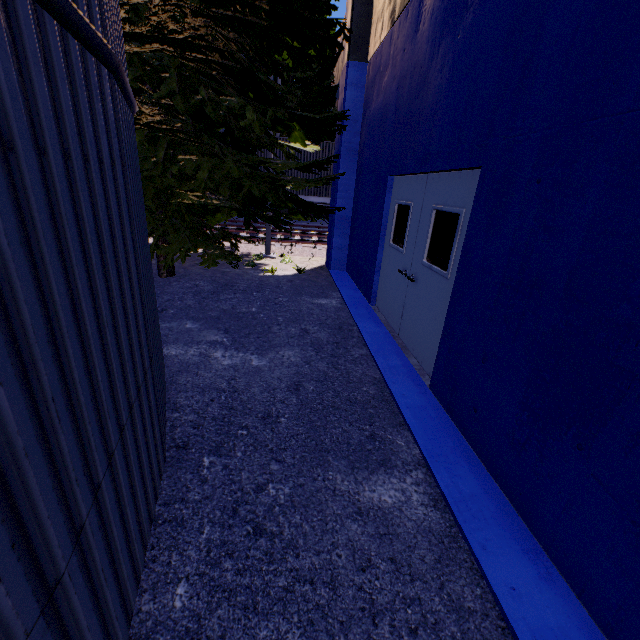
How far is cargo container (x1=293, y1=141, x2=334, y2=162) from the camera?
14.6 meters

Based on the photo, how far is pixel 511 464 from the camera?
2.5 meters

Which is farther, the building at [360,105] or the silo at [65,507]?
the building at [360,105]

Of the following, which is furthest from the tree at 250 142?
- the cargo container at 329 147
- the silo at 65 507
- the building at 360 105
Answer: the cargo container at 329 147

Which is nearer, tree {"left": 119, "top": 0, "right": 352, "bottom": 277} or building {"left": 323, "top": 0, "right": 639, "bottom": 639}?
building {"left": 323, "top": 0, "right": 639, "bottom": 639}

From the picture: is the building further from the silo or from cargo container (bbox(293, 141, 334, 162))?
cargo container (bbox(293, 141, 334, 162))

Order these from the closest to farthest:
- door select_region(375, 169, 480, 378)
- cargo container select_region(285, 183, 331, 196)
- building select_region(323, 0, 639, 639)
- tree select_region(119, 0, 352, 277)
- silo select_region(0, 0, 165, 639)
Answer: silo select_region(0, 0, 165, 639)
building select_region(323, 0, 639, 639)
door select_region(375, 169, 480, 378)
tree select_region(119, 0, 352, 277)
cargo container select_region(285, 183, 331, 196)
